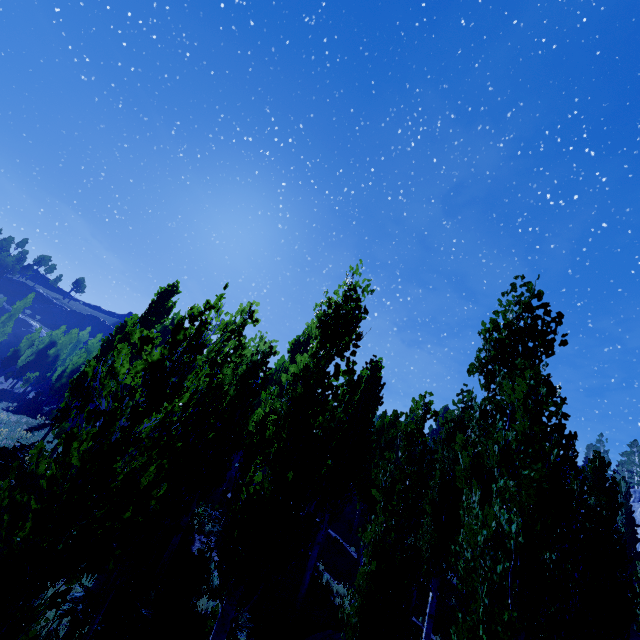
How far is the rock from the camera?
29.73m

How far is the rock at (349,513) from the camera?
29.7m

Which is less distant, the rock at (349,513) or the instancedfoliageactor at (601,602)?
the instancedfoliageactor at (601,602)

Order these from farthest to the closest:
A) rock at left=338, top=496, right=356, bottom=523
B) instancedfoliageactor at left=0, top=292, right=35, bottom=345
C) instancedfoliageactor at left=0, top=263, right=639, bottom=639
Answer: instancedfoliageactor at left=0, top=292, right=35, bottom=345 < rock at left=338, top=496, right=356, bottom=523 < instancedfoliageactor at left=0, top=263, right=639, bottom=639

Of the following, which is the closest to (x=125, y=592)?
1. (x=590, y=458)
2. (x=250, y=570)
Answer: (x=250, y=570)

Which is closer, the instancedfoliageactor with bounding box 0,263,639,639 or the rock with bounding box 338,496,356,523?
the instancedfoliageactor with bounding box 0,263,639,639

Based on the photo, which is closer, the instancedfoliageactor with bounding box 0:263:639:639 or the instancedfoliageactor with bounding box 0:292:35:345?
the instancedfoliageactor with bounding box 0:263:639:639
